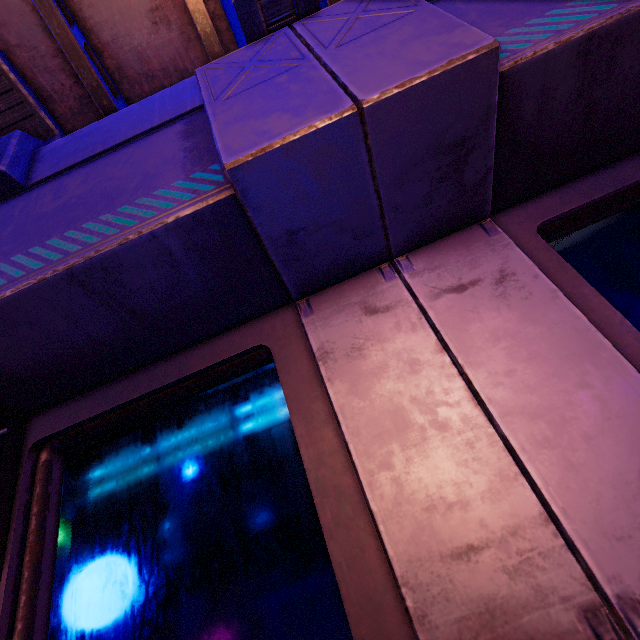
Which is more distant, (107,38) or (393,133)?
(107,38)
